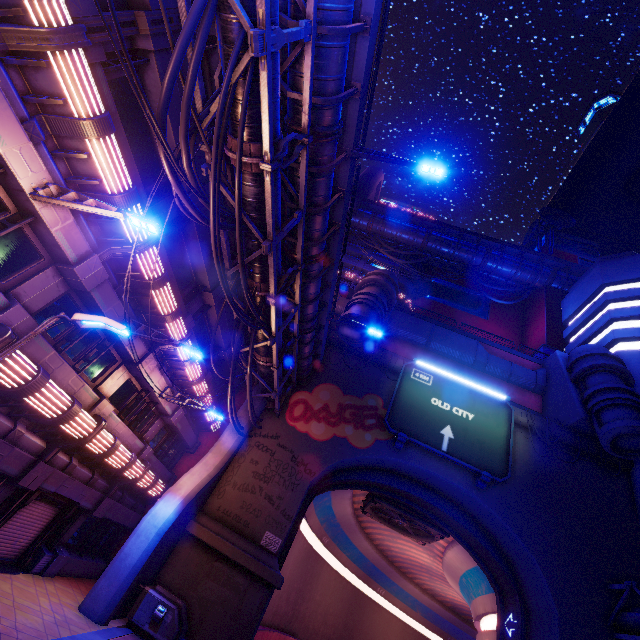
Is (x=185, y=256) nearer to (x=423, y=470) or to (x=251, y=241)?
(x=251, y=241)

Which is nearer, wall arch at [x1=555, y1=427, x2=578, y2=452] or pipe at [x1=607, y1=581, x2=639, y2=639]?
pipe at [x1=607, y1=581, x2=639, y2=639]

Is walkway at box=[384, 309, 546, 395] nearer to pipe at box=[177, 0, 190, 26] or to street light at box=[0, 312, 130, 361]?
pipe at box=[177, 0, 190, 26]

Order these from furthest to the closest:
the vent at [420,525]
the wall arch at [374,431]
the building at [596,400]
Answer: the vent at [420,525] < the building at [596,400] < the wall arch at [374,431]

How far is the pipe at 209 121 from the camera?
7.6 meters

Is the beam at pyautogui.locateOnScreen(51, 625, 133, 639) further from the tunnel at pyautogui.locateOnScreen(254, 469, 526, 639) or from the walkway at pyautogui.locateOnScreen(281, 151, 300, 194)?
the walkway at pyautogui.locateOnScreen(281, 151, 300, 194)

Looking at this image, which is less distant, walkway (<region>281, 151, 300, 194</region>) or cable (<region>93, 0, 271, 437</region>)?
cable (<region>93, 0, 271, 437</region>)

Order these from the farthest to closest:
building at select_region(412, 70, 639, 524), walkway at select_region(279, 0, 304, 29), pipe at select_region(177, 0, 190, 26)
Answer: building at select_region(412, 70, 639, 524)
walkway at select_region(279, 0, 304, 29)
pipe at select_region(177, 0, 190, 26)
